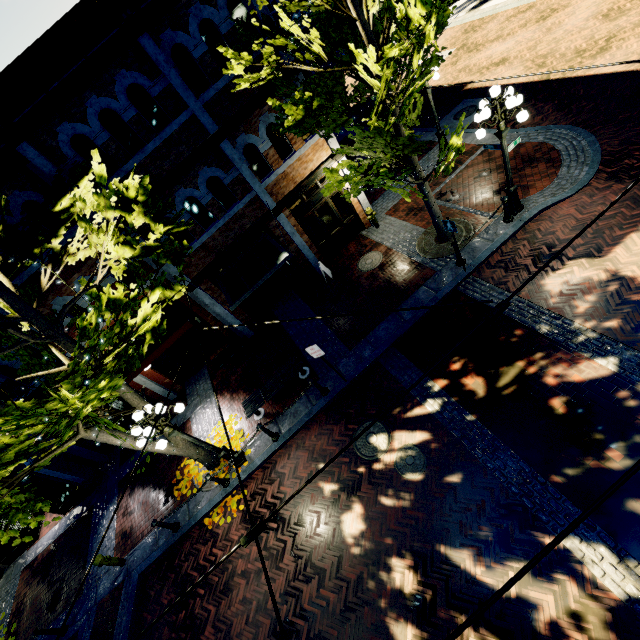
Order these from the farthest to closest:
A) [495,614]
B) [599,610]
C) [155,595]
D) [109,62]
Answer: [155,595]
[109,62]
[495,614]
[599,610]

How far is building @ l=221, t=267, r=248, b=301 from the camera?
12.1m

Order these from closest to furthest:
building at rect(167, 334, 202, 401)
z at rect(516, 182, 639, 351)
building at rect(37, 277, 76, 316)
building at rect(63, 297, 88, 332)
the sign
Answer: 1. z at rect(516, 182, 639, 351)
2. the sign
3. building at rect(37, 277, 76, 316)
4. building at rect(63, 297, 88, 332)
5. building at rect(167, 334, 202, 401)

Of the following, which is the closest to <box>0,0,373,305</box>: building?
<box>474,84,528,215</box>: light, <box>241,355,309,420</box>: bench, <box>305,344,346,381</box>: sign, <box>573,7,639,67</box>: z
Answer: <box>573,7,639,67</box>: z

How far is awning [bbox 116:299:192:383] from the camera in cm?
1046

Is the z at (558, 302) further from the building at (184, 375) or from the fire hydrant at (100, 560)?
the fire hydrant at (100, 560)

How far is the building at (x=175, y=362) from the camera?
12.8 meters

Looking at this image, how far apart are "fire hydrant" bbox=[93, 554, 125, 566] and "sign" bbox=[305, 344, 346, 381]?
8.6m
